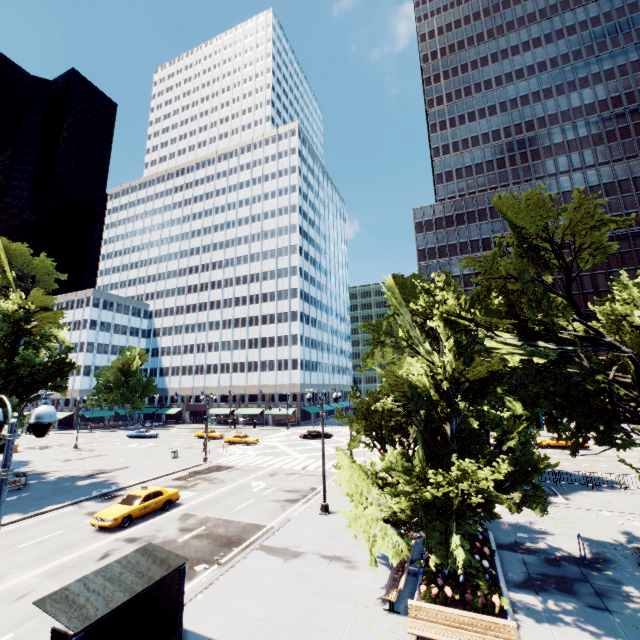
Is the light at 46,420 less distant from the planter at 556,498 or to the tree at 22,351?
the tree at 22,351

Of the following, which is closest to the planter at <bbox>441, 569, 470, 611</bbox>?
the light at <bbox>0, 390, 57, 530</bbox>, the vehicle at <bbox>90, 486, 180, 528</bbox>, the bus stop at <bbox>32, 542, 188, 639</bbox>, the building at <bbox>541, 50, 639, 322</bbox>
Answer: the bus stop at <bbox>32, 542, 188, 639</bbox>

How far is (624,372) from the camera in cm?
1377

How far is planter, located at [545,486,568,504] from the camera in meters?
20.4 m

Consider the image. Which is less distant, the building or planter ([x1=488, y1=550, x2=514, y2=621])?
planter ([x1=488, y1=550, x2=514, y2=621])

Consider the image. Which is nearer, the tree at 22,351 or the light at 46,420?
the light at 46,420

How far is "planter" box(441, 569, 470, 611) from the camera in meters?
10.7

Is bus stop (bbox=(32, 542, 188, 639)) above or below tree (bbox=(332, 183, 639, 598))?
below
